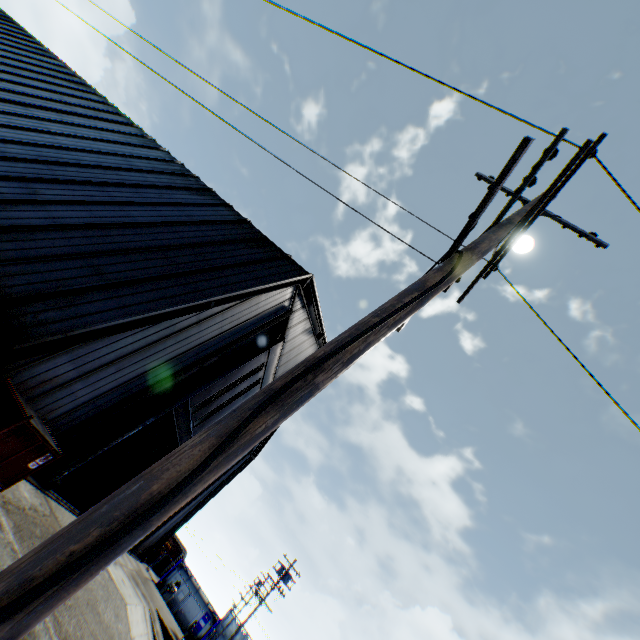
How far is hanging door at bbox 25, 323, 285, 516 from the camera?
11.19m

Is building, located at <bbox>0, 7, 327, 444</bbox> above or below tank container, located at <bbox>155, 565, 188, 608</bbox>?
above

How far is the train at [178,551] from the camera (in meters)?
41.25

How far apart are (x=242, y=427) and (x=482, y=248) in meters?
3.1

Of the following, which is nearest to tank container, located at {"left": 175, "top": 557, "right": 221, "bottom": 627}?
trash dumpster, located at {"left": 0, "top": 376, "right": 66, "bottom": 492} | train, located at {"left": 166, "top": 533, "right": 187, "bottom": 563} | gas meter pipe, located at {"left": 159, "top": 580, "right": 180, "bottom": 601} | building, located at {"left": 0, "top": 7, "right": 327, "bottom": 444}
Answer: gas meter pipe, located at {"left": 159, "top": 580, "right": 180, "bottom": 601}

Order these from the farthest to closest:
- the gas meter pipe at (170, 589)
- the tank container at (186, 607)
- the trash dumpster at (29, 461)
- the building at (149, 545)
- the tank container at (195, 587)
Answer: the tank container at (195, 587)
the tank container at (186, 607)
the gas meter pipe at (170, 589)
the building at (149, 545)
the trash dumpster at (29, 461)

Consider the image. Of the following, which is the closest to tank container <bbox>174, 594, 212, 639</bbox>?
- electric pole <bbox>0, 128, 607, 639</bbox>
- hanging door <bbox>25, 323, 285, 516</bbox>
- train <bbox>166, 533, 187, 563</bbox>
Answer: train <bbox>166, 533, 187, 563</bbox>

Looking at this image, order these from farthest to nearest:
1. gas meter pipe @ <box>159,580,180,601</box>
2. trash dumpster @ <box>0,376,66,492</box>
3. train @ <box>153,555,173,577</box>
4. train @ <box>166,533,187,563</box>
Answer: train @ <box>166,533,187,563</box> < train @ <box>153,555,173,577</box> < gas meter pipe @ <box>159,580,180,601</box> < trash dumpster @ <box>0,376,66,492</box>
